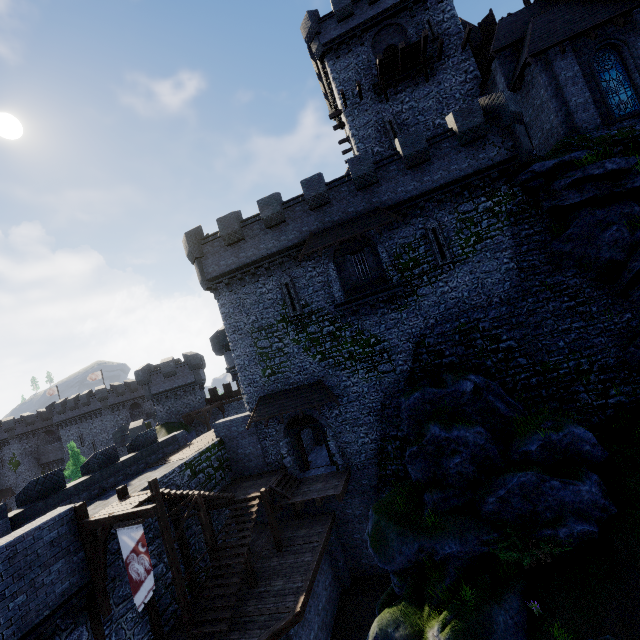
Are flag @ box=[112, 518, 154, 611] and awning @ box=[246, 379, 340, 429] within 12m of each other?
yes

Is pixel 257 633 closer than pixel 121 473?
Yes

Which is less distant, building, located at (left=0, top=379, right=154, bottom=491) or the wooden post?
the wooden post

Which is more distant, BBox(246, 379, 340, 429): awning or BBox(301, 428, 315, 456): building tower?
BBox(301, 428, 315, 456): building tower

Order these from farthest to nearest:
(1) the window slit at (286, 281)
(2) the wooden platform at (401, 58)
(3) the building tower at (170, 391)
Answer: (3) the building tower at (170, 391), (2) the wooden platform at (401, 58), (1) the window slit at (286, 281)

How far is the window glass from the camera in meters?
16.3

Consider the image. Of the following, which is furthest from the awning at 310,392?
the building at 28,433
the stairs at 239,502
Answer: the building at 28,433

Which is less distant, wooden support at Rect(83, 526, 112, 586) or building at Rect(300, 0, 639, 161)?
wooden support at Rect(83, 526, 112, 586)
